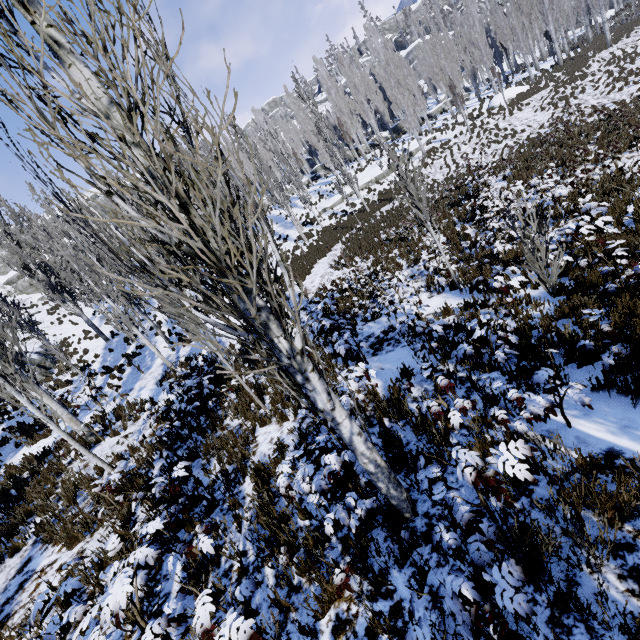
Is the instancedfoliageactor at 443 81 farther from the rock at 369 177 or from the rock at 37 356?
the rock at 37 356

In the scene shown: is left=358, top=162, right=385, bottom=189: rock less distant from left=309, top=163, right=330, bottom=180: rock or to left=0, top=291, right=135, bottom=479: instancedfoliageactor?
left=0, top=291, right=135, bottom=479: instancedfoliageactor

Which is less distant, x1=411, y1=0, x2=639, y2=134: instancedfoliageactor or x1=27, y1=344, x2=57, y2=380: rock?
x1=27, y1=344, x2=57, y2=380: rock

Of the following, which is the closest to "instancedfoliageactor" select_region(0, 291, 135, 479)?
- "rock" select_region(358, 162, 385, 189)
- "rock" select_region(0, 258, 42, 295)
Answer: "rock" select_region(358, 162, 385, 189)

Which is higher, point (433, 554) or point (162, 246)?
point (162, 246)

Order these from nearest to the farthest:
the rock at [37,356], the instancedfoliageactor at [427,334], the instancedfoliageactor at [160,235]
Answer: the instancedfoliageactor at [160,235], the instancedfoliageactor at [427,334], the rock at [37,356]

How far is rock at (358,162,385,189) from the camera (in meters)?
31.31
